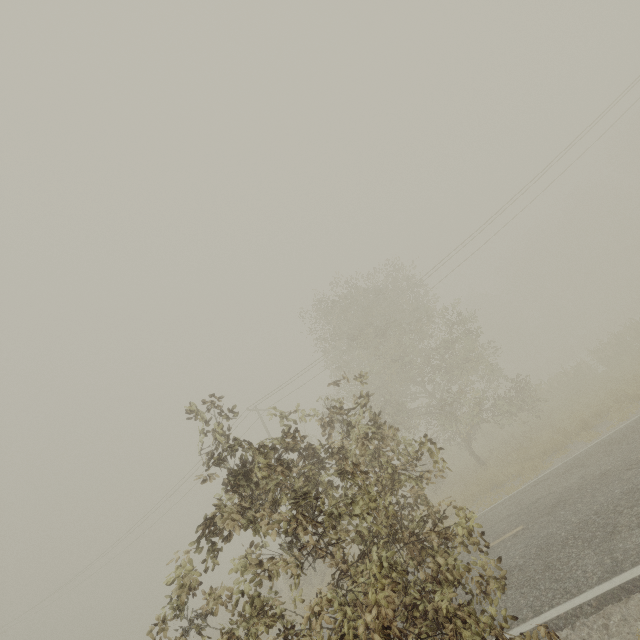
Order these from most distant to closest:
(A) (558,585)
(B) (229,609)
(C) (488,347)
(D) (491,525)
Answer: (C) (488,347), (D) (491,525), (A) (558,585), (B) (229,609)
